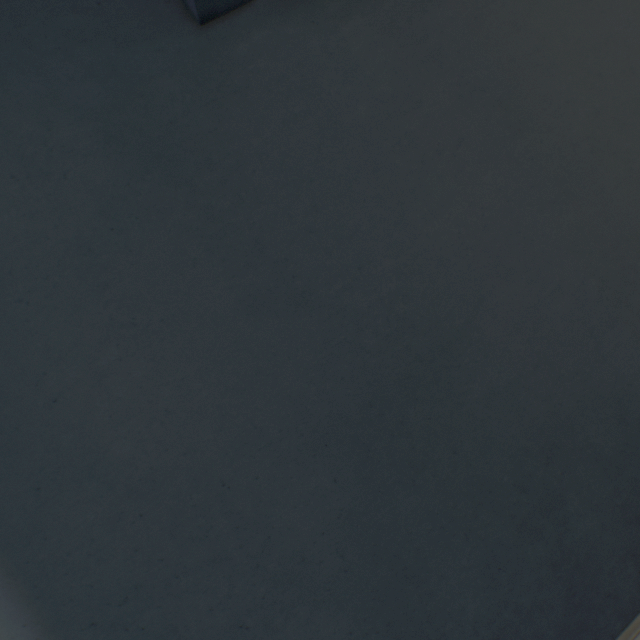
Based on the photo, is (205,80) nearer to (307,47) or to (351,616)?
(307,47)
